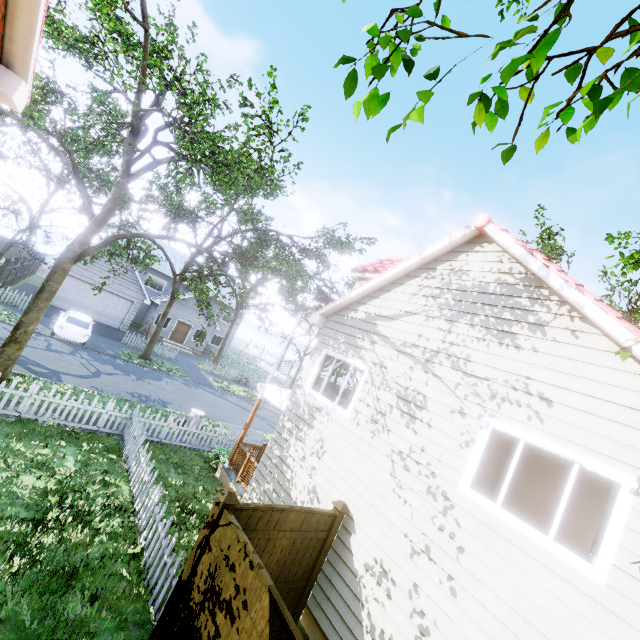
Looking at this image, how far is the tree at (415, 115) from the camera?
1.59m

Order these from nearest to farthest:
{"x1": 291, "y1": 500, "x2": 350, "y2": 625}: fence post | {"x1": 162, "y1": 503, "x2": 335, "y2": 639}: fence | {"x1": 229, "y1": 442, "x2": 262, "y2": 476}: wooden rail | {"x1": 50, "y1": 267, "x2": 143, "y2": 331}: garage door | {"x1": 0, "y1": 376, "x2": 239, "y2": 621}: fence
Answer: {"x1": 162, "y1": 503, "x2": 335, "y2": 639}: fence < {"x1": 0, "y1": 376, "x2": 239, "y2": 621}: fence < {"x1": 291, "y1": 500, "x2": 350, "y2": 625}: fence post < {"x1": 229, "y1": 442, "x2": 262, "y2": 476}: wooden rail < {"x1": 50, "y1": 267, "x2": 143, "y2": 331}: garage door

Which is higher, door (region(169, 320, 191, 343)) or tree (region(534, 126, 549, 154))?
tree (region(534, 126, 549, 154))

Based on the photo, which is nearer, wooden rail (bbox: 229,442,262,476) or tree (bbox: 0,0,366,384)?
tree (bbox: 0,0,366,384)

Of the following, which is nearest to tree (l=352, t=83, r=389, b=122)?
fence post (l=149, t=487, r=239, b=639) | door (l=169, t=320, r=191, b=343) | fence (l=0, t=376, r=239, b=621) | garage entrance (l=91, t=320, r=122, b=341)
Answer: fence (l=0, t=376, r=239, b=621)

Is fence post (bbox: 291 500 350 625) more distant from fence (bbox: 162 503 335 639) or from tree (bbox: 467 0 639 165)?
tree (bbox: 467 0 639 165)

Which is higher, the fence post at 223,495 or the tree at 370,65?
the tree at 370,65

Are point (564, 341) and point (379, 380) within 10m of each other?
yes
